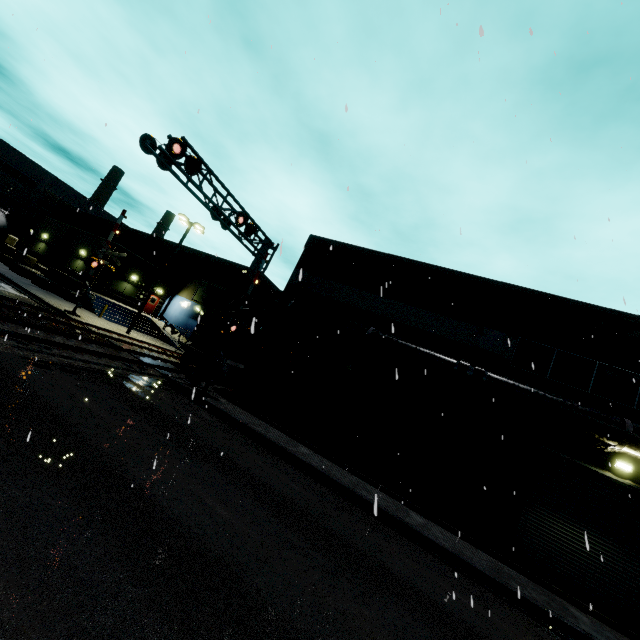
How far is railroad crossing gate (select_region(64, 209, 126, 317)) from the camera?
20.53m

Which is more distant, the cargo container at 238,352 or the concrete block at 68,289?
the concrete block at 68,289

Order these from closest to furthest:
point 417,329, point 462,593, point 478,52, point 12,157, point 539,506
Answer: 1. point 462,593
2. point 478,52
3. point 539,506
4. point 417,329
5. point 12,157

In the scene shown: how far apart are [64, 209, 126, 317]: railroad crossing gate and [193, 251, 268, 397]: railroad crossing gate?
10.66m

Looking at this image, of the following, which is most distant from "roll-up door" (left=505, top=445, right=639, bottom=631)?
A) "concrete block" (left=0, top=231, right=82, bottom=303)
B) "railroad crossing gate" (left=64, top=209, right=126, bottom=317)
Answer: "railroad crossing gate" (left=64, top=209, right=126, bottom=317)

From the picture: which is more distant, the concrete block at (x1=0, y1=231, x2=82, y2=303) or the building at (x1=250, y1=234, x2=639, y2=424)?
the concrete block at (x1=0, y1=231, x2=82, y2=303)

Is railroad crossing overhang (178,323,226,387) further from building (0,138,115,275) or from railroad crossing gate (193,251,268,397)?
building (0,138,115,275)

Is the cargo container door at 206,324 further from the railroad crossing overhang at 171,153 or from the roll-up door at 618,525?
the roll-up door at 618,525
